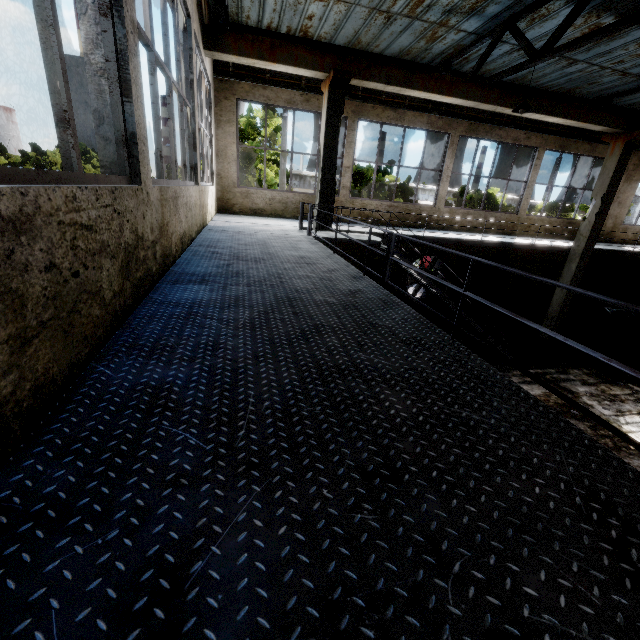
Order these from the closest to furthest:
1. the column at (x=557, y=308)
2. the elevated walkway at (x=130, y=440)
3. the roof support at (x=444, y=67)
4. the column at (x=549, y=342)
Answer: the elevated walkway at (x=130, y=440)
the roof support at (x=444, y=67)
the column at (x=557, y=308)
the column at (x=549, y=342)

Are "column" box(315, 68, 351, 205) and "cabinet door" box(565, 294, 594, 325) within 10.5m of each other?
no

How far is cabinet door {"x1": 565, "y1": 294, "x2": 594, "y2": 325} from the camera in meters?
15.6

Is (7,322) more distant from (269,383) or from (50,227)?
(269,383)

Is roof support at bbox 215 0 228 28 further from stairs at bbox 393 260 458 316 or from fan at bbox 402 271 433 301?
fan at bbox 402 271 433 301

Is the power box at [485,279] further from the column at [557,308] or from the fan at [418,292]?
the column at [557,308]

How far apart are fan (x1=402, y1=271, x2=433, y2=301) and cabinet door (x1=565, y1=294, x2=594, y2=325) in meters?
7.1 m

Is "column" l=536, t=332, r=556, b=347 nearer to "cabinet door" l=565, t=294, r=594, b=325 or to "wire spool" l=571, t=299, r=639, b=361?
"wire spool" l=571, t=299, r=639, b=361
